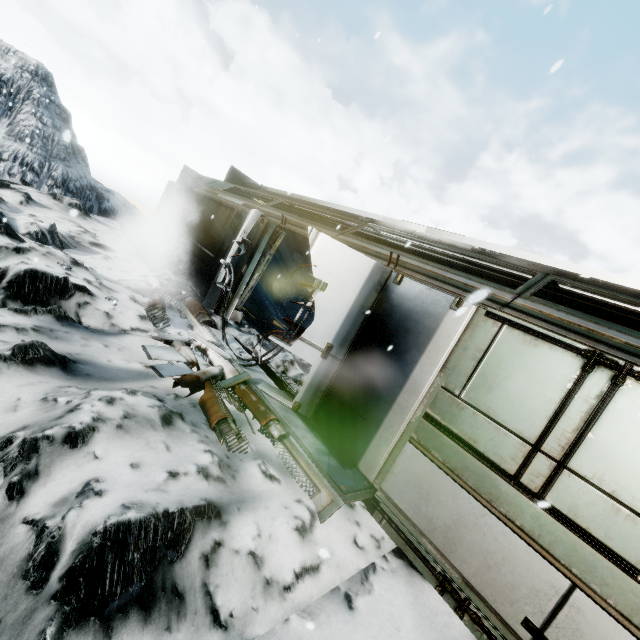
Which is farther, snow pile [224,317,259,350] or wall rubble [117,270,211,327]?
snow pile [224,317,259,350]

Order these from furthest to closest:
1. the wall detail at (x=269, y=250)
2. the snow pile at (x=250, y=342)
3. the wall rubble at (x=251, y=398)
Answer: the wall detail at (x=269, y=250) → the snow pile at (x=250, y=342) → the wall rubble at (x=251, y=398)

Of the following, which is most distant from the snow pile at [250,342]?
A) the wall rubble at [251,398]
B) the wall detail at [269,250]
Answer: the wall rubble at [251,398]

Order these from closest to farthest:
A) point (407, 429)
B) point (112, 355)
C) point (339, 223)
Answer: point (407, 429)
point (112, 355)
point (339, 223)

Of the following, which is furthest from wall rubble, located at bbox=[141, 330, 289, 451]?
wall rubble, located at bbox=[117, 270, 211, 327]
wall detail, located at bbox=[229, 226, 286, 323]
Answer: wall detail, located at bbox=[229, 226, 286, 323]

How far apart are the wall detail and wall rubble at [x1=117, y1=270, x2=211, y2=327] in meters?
0.6

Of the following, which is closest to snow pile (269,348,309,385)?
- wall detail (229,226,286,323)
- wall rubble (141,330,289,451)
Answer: wall detail (229,226,286,323)

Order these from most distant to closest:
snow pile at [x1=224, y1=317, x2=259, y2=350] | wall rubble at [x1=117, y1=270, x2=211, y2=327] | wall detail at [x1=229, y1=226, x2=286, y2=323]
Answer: wall detail at [x1=229, y1=226, x2=286, y2=323] < snow pile at [x1=224, y1=317, x2=259, y2=350] < wall rubble at [x1=117, y1=270, x2=211, y2=327]
